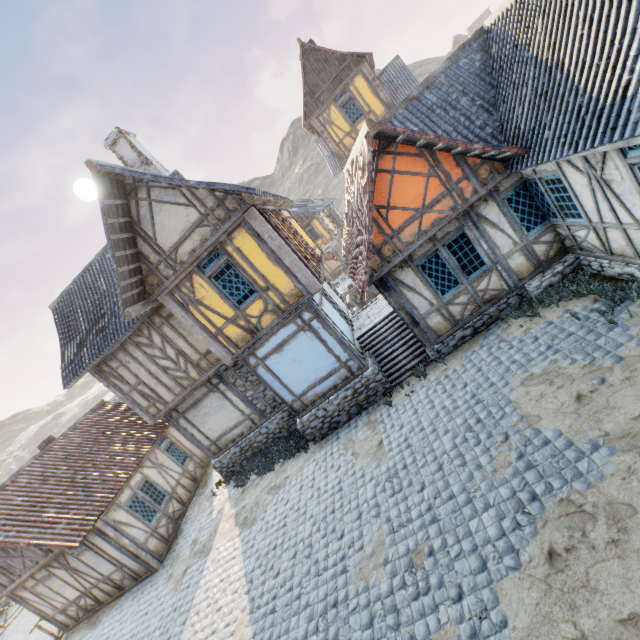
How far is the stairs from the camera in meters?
10.4

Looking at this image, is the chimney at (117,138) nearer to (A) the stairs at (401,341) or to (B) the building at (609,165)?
(B) the building at (609,165)

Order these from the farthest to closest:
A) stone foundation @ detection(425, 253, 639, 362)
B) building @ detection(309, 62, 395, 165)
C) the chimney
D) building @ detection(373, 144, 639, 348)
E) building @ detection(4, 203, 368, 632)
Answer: building @ detection(309, 62, 395, 165) < the chimney < building @ detection(4, 203, 368, 632) < stone foundation @ detection(425, 253, 639, 362) < building @ detection(373, 144, 639, 348)

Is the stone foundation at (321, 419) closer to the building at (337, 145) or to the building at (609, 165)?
the building at (609, 165)

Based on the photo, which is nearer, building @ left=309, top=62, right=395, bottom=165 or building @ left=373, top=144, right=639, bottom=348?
building @ left=373, top=144, right=639, bottom=348

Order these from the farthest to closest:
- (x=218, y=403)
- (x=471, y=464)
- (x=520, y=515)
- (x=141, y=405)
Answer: (x=218, y=403) < (x=141, y=405) < (x=471, y=464) < (x=520, y=515)

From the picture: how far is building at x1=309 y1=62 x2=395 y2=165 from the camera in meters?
17.5

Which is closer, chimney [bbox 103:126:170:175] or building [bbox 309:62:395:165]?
chimney [bbox 103:126:170:175]
